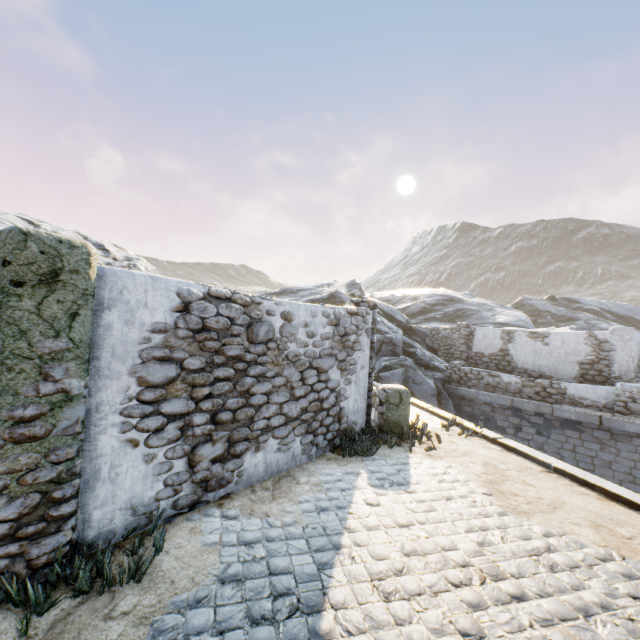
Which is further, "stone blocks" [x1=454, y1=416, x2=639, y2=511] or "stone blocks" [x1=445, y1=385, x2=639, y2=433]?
"stone blocks" [x1=445, y1=385, x2=639, y2=433]

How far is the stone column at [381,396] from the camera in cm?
744

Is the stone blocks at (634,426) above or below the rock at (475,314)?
below

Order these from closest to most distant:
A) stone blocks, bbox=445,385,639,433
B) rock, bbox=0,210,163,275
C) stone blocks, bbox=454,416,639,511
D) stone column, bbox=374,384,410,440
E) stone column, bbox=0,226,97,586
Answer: stone column, bbox=0,226,97,586 → stone blocks, bbox=454,416,639,511 → stone column, bbox=374,384,410,440 → rock, bbox=0,210,163,275 → stone blocks, bbox=445,385,639,433

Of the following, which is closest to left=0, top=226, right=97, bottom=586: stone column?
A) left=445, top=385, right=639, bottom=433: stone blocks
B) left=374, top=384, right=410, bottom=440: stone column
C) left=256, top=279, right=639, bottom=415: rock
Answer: left=445, top=385, right=639, bottom=433: stone blocks

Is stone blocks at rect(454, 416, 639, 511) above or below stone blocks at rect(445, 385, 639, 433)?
above

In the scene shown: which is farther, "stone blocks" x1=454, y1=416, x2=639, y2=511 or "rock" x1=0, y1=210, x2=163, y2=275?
"rock" x1=0, y1=210, x2=163, y2=275

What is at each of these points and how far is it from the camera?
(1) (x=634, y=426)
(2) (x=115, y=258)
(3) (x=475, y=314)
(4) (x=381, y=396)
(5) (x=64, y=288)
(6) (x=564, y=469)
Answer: (1) stone blocks, 10.8m
(2) rock, 12.2m
(3) rock, 27.6m
(4) stone column, 7.5m
(5) stone column, 3.0m
(6) stone blocks, 6.0m
